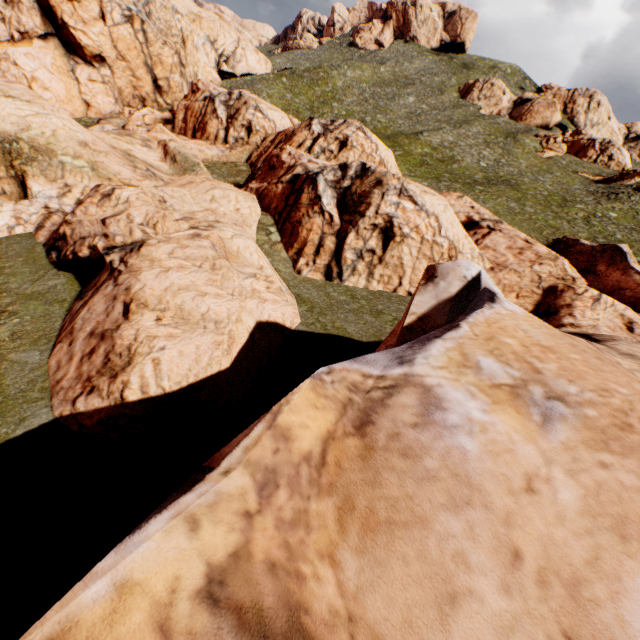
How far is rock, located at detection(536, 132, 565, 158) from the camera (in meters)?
56.31

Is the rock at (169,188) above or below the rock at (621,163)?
below

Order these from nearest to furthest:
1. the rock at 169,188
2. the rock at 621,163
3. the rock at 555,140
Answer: the rock at 169,188, the rock at 621,163, the rock at 555,140

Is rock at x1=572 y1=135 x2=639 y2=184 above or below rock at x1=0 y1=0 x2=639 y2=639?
above

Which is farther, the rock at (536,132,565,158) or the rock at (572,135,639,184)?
the rock at (536,132,565,158)

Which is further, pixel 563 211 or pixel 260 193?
pixel 563 211

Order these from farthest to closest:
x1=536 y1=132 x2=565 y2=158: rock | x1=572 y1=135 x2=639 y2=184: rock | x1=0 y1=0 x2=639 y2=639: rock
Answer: x1=536 y1=132 x2=565 y2=158: rock < x1=572 y1=135 x2=639 y2=184: rock < x1=0 y1=0 x2=639 y2=639: rock
